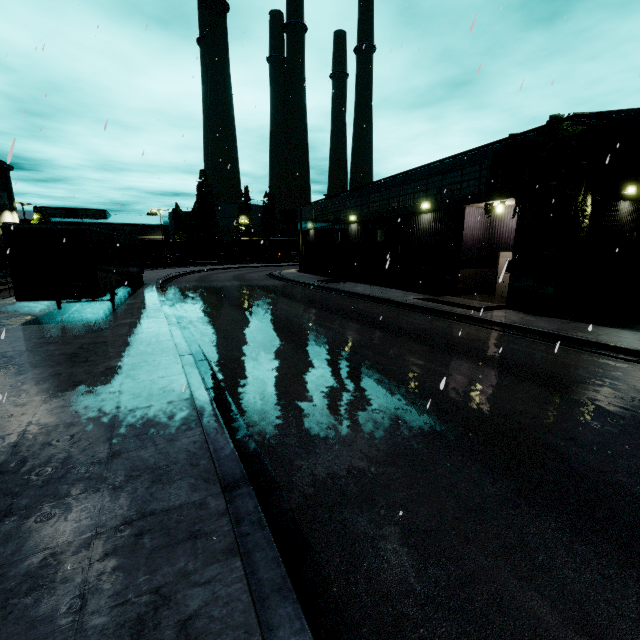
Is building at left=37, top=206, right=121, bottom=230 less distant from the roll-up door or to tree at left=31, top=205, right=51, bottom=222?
the roll-up door

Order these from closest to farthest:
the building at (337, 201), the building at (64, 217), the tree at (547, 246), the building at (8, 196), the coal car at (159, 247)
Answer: the tree at (547, 246), the building at (337, 201), the building at (8, 196), the coal car at (159, 247), the building at (64, 217)

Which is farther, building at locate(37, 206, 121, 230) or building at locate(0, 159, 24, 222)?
building at locate(37, 206, 121, 230)

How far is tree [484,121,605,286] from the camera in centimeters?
1260cm

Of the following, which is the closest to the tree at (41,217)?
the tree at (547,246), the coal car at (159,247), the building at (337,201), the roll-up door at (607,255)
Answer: the tree at (547,246)

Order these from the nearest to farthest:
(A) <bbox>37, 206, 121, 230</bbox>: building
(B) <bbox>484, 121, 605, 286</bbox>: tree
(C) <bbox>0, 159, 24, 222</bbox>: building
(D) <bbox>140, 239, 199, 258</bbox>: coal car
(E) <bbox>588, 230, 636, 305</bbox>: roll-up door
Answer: (B) <bbox>484, 121, 605, 286</bbox>: tree < (E) <bbox>588, 230, 636, 305</bbox>: roll-up door < (C) <bbox>0, 159, 24, 222</bbox>: building < (D) <bbox>140, 239, 199, 258</bbox>: coal car < (A) <bbox>37, 206, 121, 230</bbox>: building

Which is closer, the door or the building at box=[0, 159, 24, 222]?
the door

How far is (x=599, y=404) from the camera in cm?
656
